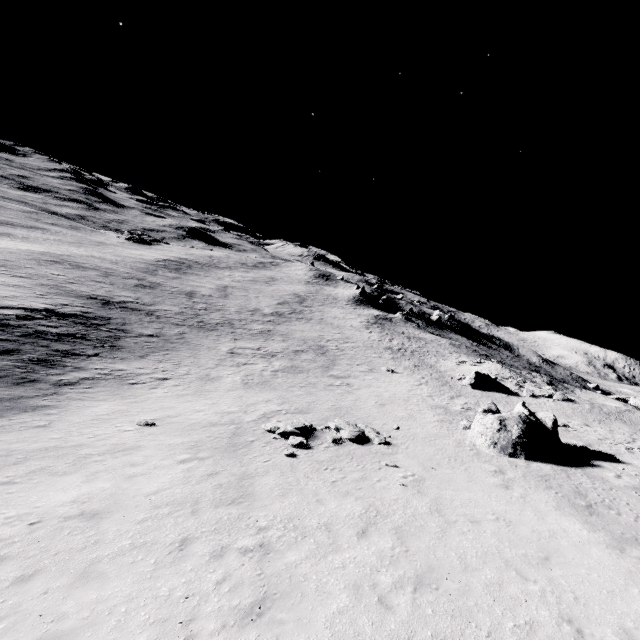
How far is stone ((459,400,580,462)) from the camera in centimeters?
1778cm

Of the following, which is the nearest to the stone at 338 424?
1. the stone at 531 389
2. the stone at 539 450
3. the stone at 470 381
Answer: the stone at 539 450

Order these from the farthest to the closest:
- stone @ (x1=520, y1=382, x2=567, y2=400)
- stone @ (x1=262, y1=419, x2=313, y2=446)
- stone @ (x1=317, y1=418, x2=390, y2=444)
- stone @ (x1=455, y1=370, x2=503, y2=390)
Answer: stone @ (x1=455, y1=370, x2=503, y2=390) → stone @ (x1=520, y1=382, x2=567, y2=400) → stone @ (x1=317, y1=418, x2=390, y2=444) → stone @ (x1=262, y1=419, x2=313, y2=446)

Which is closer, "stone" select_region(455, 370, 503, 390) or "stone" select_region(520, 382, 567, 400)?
"stone" select_region(520, 382, 567, 400)

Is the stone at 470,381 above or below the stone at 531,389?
below

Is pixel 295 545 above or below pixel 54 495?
above

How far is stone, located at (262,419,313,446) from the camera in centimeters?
1611cm

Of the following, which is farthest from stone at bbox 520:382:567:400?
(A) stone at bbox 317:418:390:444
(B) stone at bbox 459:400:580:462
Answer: (A) stone at bbox 317:418:390:444
